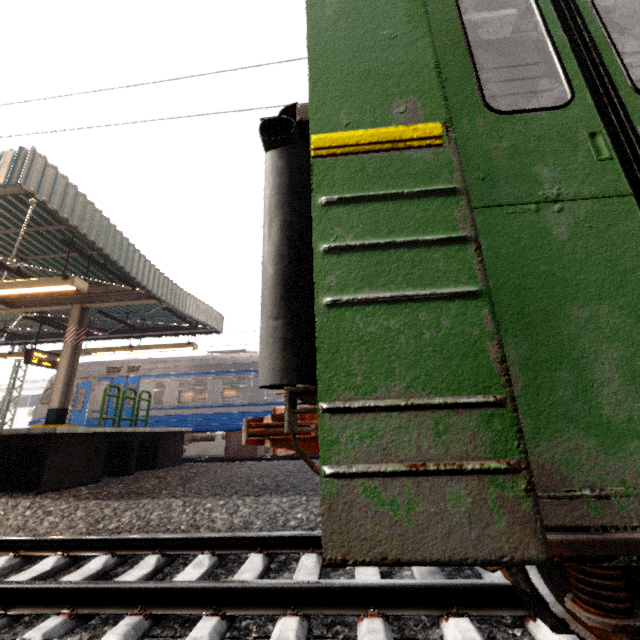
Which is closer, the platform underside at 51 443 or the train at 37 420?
the platform underside at 51 443

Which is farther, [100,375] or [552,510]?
[100,375]

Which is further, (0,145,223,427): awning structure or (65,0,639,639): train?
(0,145,223,427): awning structure

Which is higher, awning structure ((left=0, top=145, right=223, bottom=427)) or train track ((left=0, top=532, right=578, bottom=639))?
awning structure ((left=0, top=145, right=223, bottom=427))

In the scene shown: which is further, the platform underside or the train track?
the platform underside

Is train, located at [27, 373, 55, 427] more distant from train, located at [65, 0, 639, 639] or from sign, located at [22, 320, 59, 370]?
train, located at [65, 0, 639, 639]

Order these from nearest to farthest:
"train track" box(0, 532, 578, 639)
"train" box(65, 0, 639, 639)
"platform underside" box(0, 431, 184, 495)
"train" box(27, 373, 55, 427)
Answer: "train" box(65, 0, 639, 639), "train track" box(0, 532, 578, 639), "platform underside" box(0, 431, 184, 495), "train" box(27, 373, 55, 427)

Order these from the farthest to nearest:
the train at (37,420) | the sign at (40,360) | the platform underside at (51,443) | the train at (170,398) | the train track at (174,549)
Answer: the train at (37,420), the sign at (40,360), the platform underside at (51,443), the train track at (174,549), the train at (170,398)
